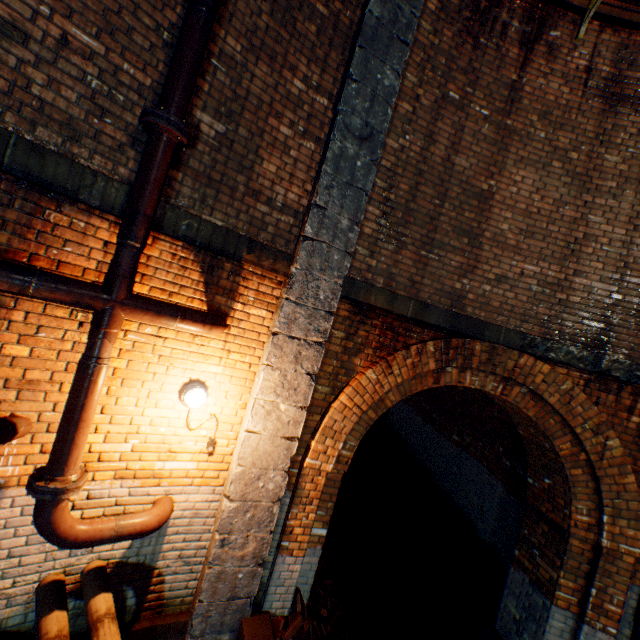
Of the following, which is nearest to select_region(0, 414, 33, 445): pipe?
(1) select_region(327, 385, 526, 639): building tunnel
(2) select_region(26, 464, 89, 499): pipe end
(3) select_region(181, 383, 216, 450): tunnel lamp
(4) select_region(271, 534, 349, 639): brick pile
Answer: (2) select_region(26, 464, 89, 499): pipe end

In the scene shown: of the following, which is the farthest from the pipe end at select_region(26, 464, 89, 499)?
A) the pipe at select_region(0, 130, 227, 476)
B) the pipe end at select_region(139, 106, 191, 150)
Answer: the pipe end at select_region(139, 106, 191, 150)

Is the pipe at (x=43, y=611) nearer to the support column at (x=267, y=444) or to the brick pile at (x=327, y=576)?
the support column at (x=267, y=444)

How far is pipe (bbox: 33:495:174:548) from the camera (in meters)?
2.51

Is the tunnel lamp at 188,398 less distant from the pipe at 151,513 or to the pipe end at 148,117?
the pipe at 151,513

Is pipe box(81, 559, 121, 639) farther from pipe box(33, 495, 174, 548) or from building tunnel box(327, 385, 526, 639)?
building tunnel box(327, 385, 526, 639)

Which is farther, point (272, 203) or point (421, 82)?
point (421, 82)

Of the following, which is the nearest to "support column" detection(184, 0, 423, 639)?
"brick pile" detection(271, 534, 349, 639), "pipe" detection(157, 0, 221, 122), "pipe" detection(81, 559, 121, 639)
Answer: "brick pile" detection(271, 534, 349, 639)
